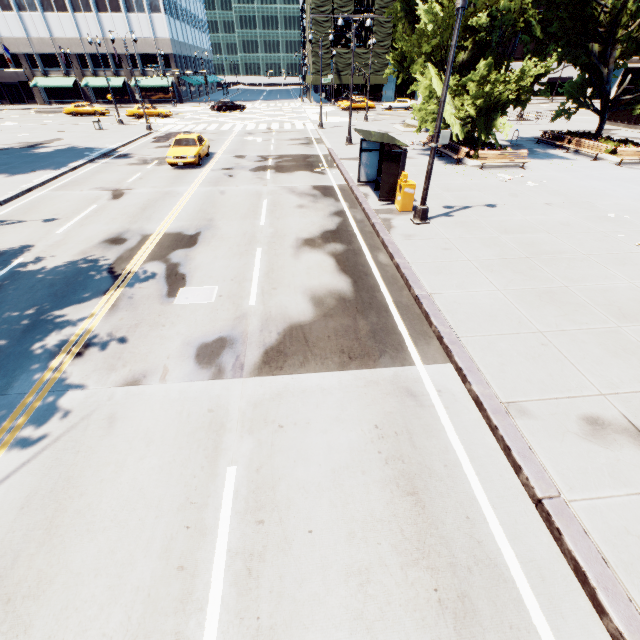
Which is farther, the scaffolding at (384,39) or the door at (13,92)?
the door at (13,92)

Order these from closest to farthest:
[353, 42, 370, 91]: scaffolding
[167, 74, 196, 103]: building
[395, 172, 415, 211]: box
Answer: [395, 172, 415, 211]: box
[353, 42, 370, 91]: scaffolding
[167, 74, 196, 103]: building

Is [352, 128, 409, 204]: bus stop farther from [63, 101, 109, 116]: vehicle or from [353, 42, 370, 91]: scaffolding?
[353, 42, 370, 91]: scaffolding

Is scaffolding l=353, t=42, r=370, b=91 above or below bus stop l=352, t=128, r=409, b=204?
above

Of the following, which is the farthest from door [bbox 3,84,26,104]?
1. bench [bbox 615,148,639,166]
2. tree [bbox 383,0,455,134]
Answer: bench [bbox 615,148,639,166]

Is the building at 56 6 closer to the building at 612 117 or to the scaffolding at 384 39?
the scaffolding at 384 39

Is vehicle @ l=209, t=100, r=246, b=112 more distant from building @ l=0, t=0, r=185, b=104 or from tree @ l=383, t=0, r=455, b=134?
tree @ l=383, t=0, r=455, b=134

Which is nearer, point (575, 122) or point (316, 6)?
point (575, 122)
